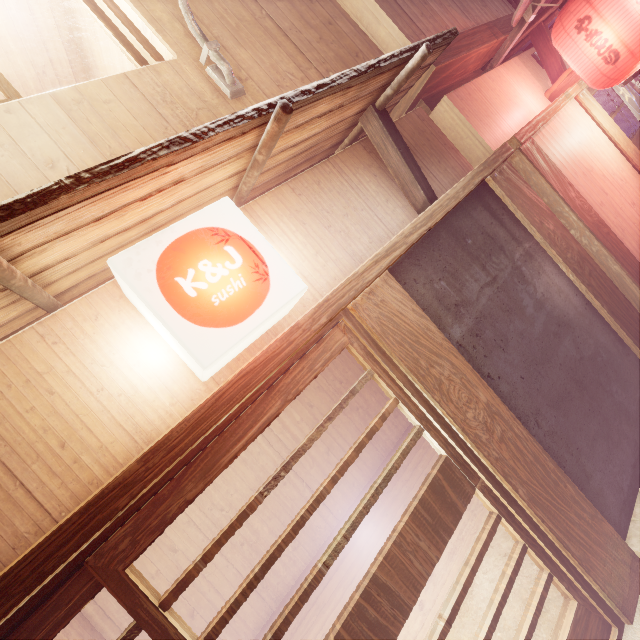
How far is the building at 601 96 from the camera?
13.0m

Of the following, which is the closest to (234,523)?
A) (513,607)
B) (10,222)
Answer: (10,222)

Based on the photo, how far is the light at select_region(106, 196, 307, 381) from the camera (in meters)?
2.72

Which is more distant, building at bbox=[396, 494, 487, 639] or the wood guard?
the wood guard

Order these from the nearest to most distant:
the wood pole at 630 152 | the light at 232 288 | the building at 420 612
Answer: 1. the light at 232 288
2. the building at 420 612
3. the wood pole at 630 152

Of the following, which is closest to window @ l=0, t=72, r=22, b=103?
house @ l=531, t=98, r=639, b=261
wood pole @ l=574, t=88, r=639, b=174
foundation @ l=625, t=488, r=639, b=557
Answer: house @ l=531, t=98, r=639, b=261

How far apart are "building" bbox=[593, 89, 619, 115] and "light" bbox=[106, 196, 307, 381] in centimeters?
1740cm

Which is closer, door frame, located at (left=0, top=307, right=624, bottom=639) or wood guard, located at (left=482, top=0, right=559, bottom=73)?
door frame, located at (left=0, top=307, right=624, bottom=639)
